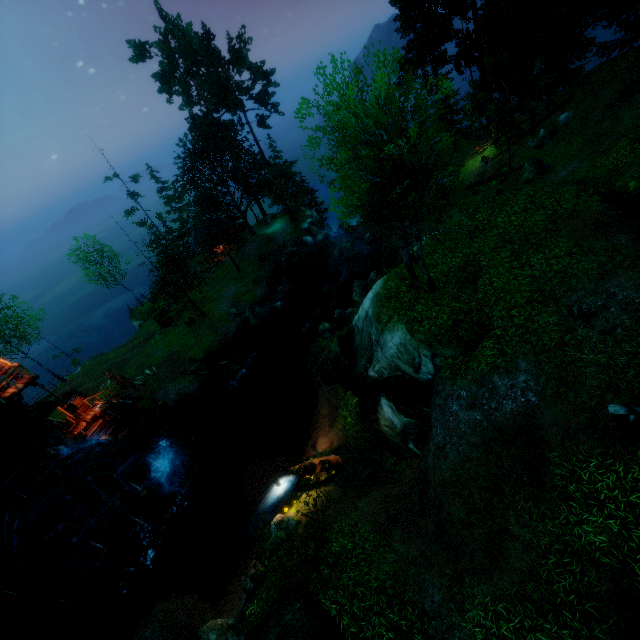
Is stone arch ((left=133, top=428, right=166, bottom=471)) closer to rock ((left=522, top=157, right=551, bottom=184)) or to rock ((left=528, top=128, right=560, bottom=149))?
rock ((left=522, top=157, right=551, bottom=184))

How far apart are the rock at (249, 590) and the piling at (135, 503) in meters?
8.8 m

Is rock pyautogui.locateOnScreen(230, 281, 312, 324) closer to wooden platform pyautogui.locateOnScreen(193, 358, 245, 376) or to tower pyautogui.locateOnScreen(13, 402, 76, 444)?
wooden platform pyautogui.locateOnScreen(193, 358, 245, 376)

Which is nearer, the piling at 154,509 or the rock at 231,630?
the rock at 231,630

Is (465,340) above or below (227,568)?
above

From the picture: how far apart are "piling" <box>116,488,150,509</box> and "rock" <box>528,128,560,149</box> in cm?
3503

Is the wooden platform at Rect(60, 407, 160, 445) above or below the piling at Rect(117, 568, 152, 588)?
above

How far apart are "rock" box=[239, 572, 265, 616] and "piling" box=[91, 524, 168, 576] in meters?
8.7
